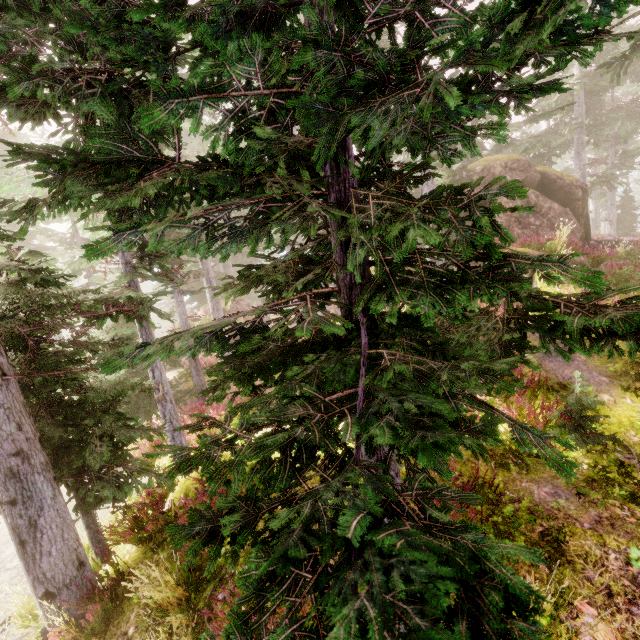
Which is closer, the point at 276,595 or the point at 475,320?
the point at 276,595

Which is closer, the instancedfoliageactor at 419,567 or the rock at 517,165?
the instancedfoliageactor at 419,567

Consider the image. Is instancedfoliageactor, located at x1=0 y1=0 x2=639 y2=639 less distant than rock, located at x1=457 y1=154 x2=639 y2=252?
Yes
